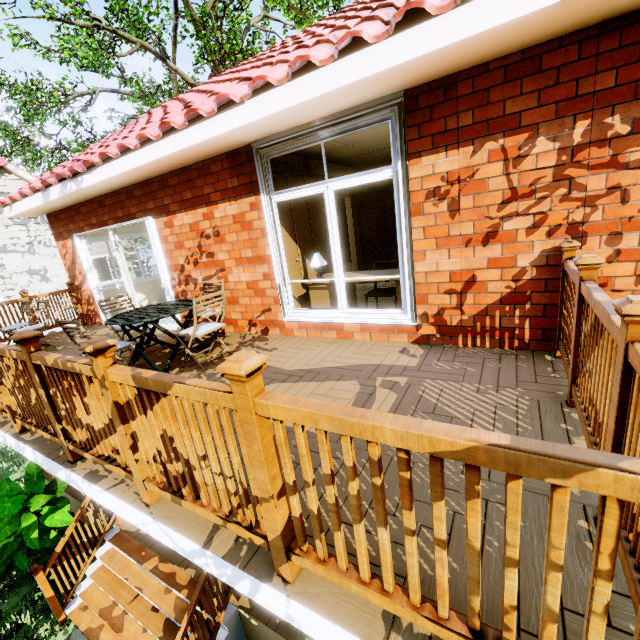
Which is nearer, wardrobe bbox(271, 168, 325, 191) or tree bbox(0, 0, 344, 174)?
wardrobe bbox(271, 168, 325, 191)

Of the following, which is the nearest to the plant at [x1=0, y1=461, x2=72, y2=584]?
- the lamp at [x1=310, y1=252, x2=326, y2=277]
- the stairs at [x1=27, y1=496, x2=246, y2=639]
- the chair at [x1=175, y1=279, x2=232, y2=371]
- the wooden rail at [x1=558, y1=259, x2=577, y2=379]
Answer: the stairs at [x1=27, y1=496, x2=246, y2=639]

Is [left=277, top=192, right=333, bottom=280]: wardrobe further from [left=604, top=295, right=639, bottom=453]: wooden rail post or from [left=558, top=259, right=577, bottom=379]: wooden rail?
[left=604, top=295, right=639, bottom=453]: wooden rail post

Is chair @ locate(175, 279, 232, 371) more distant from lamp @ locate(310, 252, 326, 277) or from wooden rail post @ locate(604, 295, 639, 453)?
wooden rail post @ locate(604, 295, 639, 453)

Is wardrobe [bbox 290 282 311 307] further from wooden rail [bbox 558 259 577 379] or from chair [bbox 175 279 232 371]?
wooden rail [bbox 558 259 577 379]

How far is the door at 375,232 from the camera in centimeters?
746cm

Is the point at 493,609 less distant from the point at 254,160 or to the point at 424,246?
the point at 424,246

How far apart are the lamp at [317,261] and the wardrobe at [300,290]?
0.4 meters
